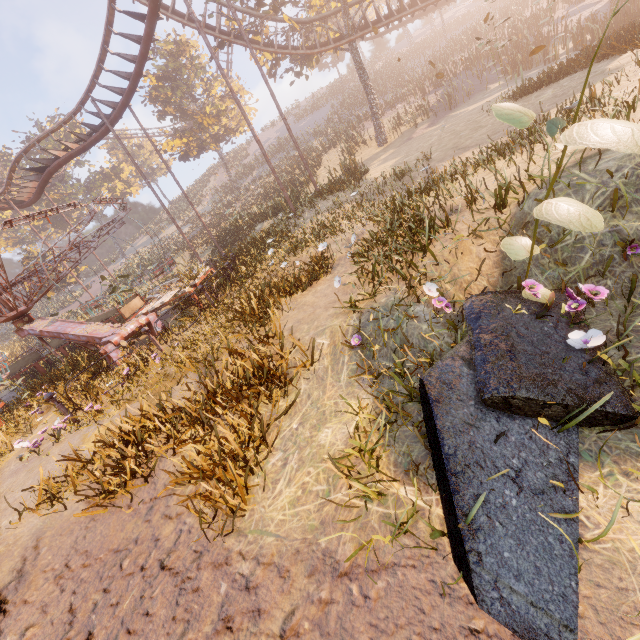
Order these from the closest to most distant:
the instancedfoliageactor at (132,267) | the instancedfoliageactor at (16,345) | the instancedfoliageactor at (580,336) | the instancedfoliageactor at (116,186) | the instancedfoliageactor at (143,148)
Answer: the instancedfoliageactor at (580,336), the instancedfoliageactor at (132,267), the instancedfoliageactor at (16,345), the instancedfoliageactor at (116,186), the instancedfoliageactor at (143,148)

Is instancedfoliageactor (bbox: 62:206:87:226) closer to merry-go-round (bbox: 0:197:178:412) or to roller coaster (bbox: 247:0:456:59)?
roller coaster (bbox: 247:0:456:59)

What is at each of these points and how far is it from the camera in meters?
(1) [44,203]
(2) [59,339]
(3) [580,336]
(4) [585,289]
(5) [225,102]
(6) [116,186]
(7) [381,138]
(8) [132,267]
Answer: (1) instancedfoliageactor, 49.2 m
(2) merry-go-round, 10.0 m
(3) instancedfoliageactor, 2.3 m
(4) instancedfoliageactor, 2.3 m
(5) tree, 36.1 m
(6) instancedfoliageactor, 48.0 m
(7) tree, 22.6 m
(8) instancedfoliageactor, 40.2 m

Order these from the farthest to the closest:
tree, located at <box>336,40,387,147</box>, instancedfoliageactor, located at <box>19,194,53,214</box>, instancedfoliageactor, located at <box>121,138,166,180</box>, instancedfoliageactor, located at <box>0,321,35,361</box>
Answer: instancedfoliageactor, located at <box>121,138,166,180</box> → instancedfoliageactor, located at <box>19,194,53,214</box> → instancedfoliageactor, located at <box>0,321,35,361</box> → tree, located at <box>336,40,387,147</box>

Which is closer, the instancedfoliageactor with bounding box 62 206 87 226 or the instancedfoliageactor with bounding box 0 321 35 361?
the instancedfoliageactor with bounding box 0 321 35 361

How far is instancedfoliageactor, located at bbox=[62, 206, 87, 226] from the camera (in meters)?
47.21

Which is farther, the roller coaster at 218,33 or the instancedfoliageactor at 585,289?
the roller coaster at 218,33
